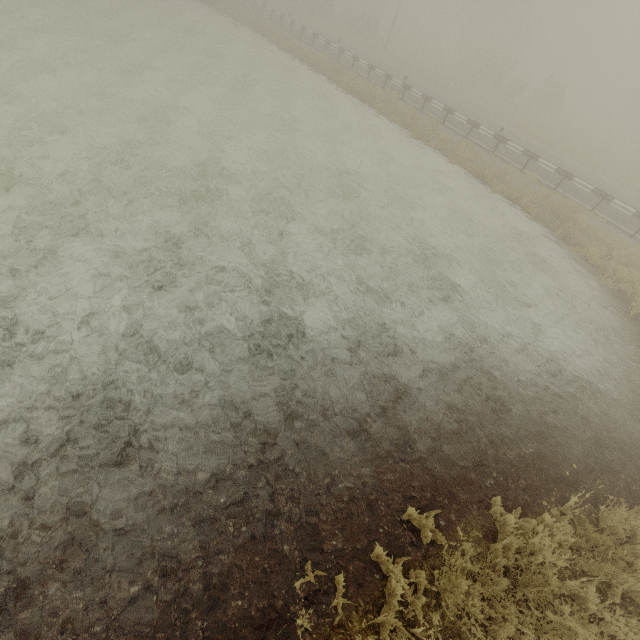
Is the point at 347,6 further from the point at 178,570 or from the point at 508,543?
the point at 178,570
